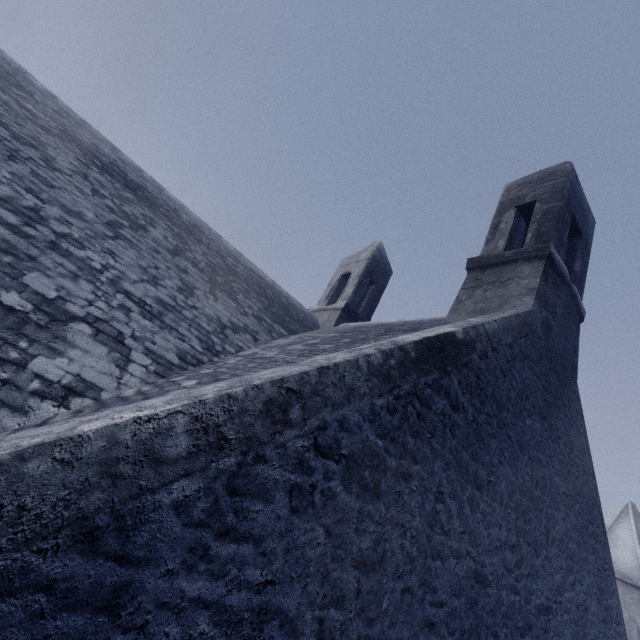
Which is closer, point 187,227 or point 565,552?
point 565,552
